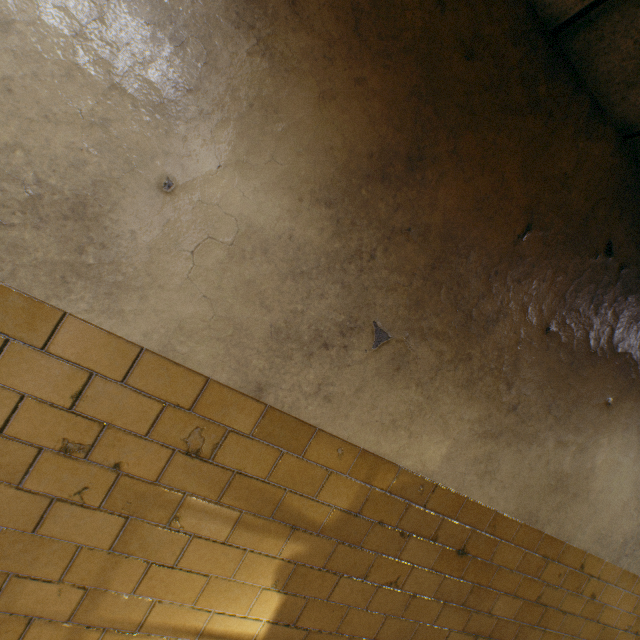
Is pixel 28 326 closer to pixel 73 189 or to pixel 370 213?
pixel 73 189
